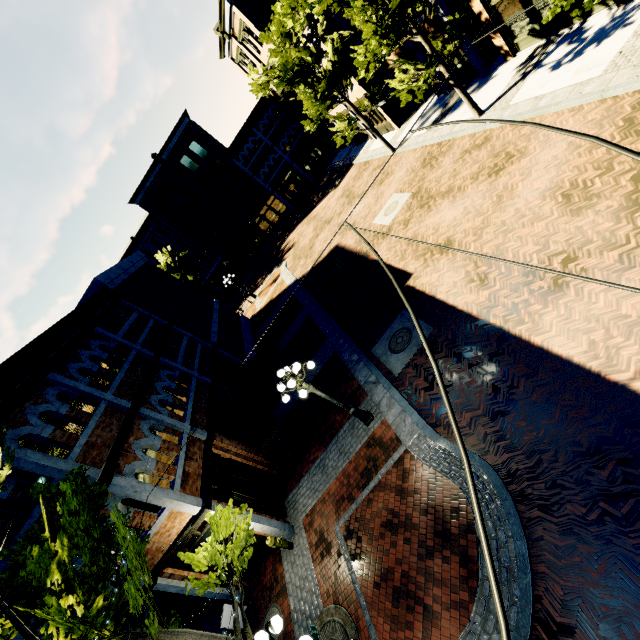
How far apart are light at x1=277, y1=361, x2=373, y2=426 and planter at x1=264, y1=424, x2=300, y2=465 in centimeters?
349cm

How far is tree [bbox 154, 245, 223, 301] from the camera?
35.4m

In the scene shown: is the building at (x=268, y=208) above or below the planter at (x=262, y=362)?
above

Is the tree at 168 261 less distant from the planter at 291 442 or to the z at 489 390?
the z at 489 390

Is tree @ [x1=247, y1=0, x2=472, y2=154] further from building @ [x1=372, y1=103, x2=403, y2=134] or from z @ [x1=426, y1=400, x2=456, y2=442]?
building @ [x1=372, y1=103, x2=403, y2=134]

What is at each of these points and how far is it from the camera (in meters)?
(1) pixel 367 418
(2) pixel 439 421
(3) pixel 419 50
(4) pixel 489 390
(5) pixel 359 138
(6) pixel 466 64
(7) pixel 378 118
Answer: (1) light, 10.41
(2) z, 8.66
(3) building, 18.16
(4) z, 8.00
(5) building, 29.64
(6) building, 17.31
(7) building, 24.48

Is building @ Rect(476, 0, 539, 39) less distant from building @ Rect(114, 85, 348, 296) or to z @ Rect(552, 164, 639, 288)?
z @ Rect(552, 164, 639, 288)
